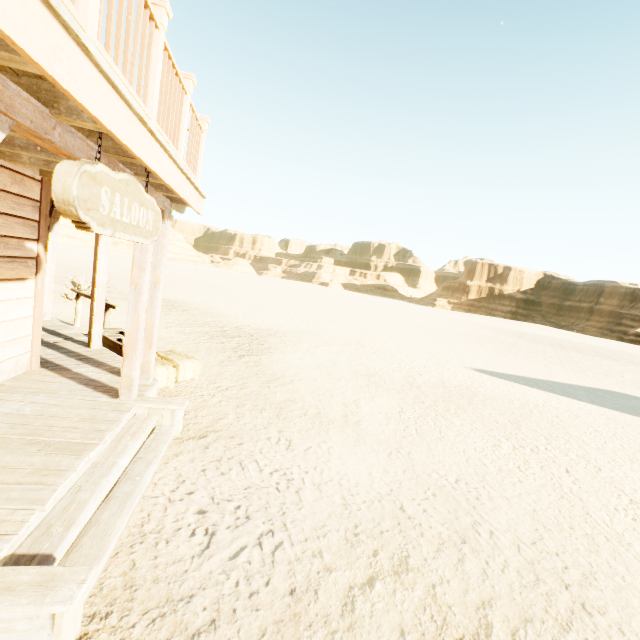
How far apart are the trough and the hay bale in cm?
22

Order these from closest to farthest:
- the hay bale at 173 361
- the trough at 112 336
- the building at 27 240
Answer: the building at 27 240, the hay bale at 173 361, the trough at 112 336

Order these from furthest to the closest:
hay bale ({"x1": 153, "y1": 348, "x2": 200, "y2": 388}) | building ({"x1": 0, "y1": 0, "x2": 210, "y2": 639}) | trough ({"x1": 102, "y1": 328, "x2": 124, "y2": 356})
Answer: trough ({"x1": 102, "y1": 328, "x2": 124, "y2": 356}) < hay bale ({"x1": 153, "y1": 348, "x2": 200, "y2": 388}) < building ({"x1": 0, "y1": 0, "x2": 210, "y2": 639})

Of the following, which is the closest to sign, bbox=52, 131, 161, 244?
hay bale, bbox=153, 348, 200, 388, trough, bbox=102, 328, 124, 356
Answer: hay bale, bbox=153, 348, 200, 388

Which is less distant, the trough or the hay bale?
the hay bale

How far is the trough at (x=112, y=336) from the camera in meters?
6.7

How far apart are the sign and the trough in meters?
3.8 m

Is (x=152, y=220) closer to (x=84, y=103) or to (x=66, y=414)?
(x=84, y=103)
